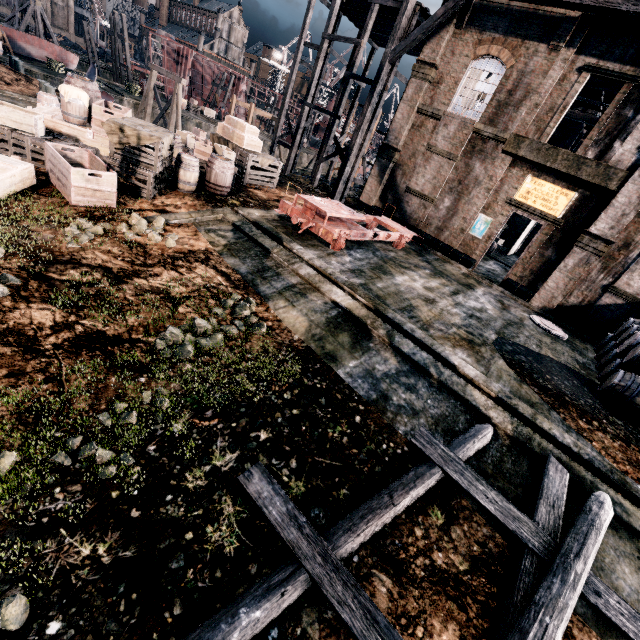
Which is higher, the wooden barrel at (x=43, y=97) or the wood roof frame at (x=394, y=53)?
the wood roof frame at (x=394, y=53)

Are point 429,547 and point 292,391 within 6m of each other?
yes

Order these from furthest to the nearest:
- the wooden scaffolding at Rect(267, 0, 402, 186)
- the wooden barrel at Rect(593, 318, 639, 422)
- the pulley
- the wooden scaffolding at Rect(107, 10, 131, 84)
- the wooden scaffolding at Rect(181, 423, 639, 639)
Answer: the pulley, the wooden scaffolding at Rect(107, 10, 131, 84), the wooden scaffolding at Rect(267, 0, 402, 186), the wooden barrel at Rect(593, 318, 639, 422), the wooden scaffolding at Rect(181, 423, 639, 639)

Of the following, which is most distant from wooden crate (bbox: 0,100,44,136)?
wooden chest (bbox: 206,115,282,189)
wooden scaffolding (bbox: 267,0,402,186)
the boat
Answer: the boat

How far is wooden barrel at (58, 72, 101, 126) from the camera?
11.6m

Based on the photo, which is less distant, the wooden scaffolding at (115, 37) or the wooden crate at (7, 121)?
the wooden crate at (7, 121)

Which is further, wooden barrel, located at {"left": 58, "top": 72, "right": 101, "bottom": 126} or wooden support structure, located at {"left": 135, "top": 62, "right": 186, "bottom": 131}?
wooden support structure, located at {"left": 135, "top": 62, "right": 186, "bottom": 131}

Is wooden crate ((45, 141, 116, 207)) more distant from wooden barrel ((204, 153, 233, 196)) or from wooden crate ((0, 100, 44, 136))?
wooden barrel ((204, 153, 233, 196))
